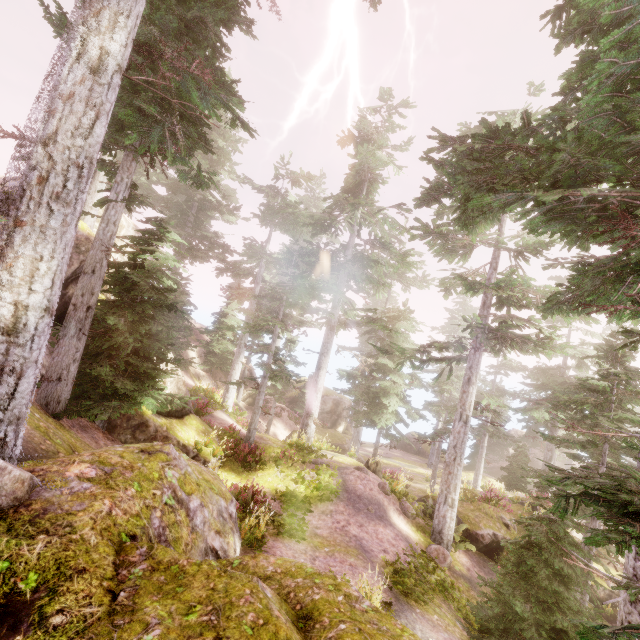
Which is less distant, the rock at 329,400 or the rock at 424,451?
the rock at 329,400

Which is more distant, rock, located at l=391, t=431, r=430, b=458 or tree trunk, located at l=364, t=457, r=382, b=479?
rock, located at l=391, t=431, r=430, b=458

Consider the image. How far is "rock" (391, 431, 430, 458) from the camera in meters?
41.4

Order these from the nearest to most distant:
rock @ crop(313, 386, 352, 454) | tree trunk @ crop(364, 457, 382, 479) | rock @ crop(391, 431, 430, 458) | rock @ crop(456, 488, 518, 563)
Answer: rock @ crop(456, 488, 518, 563), tree trunk @ crop(364, 457, 382, 479), rock @ crop(313, 386, 352, 454), rock @ crop(391, 431, 430, 458)

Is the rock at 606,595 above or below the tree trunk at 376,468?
below

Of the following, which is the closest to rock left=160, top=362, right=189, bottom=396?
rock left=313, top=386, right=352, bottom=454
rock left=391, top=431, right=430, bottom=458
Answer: rock left=313, top=386, right=352, bottom=454

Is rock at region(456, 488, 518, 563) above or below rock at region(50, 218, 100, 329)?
below

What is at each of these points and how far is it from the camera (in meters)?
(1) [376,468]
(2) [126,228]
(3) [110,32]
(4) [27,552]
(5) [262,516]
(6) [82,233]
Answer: (1) tree trunk, 20.61
(2) rock, 18.09
(3) instancedfoliageactor, 4.79
(4) rock, 3.43
(5) instancedfoliageactor, 9.01
(6) rock, 12.25
